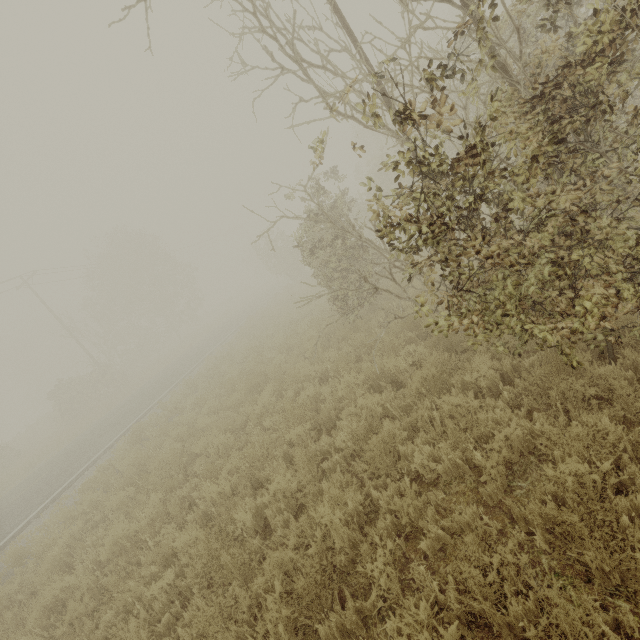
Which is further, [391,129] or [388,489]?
[391,129]

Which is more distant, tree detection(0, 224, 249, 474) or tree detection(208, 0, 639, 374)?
tree detection(0, 224, 249, 474)

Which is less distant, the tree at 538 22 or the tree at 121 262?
the tree at 538 22
